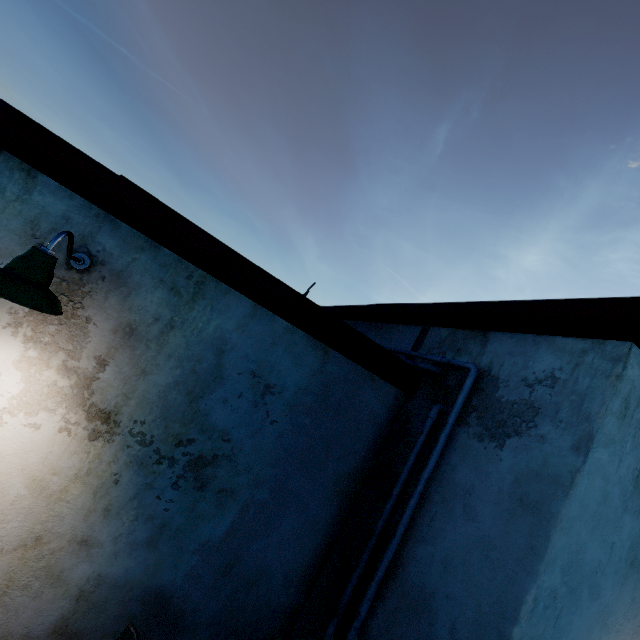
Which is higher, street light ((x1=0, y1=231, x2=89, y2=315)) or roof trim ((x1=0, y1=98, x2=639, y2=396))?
roof trim ((x1=0, y1=98, x2=639, y2=396))

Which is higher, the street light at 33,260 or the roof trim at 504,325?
the roof trim at 504,325

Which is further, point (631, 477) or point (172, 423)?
point (172, 423)
